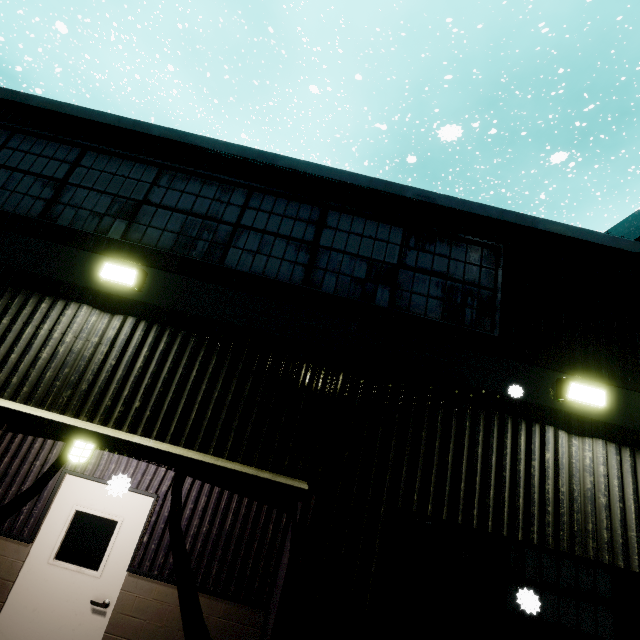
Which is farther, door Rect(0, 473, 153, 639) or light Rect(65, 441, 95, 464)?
door Rect(0, 473, 153, 639)

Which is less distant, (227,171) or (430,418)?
(430,418)

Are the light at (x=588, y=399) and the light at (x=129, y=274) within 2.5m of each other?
no

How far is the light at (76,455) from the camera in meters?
4.0 m

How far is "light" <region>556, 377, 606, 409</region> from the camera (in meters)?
3.80

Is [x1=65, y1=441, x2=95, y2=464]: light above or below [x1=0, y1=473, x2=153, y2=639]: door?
above

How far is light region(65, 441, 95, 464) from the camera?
4.0 meters

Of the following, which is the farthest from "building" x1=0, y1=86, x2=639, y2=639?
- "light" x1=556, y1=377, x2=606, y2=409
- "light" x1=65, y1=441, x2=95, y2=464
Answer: "light" x1=65, y1=441, x2=95, y2=464
